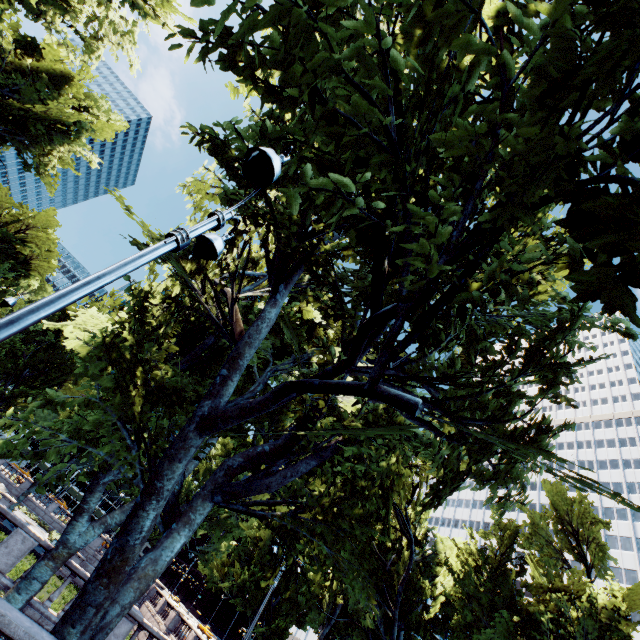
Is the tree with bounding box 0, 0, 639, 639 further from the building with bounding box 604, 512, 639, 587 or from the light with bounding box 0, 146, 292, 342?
the light with bounding box 0, 146, 292, 342

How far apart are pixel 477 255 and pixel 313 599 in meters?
40.7 m

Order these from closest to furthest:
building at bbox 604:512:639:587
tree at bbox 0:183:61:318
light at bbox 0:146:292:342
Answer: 1. light at bbox 0:146:292:342
2. tree at bbox 0:183:61:318
3. building at bbox 604:512:639:587

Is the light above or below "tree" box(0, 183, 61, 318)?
below

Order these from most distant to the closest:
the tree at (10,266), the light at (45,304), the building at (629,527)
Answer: the building at (629,527)
the tree at (10,266)
the light at (45,304)

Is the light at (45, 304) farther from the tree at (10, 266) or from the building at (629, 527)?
the building at (629, 527)
